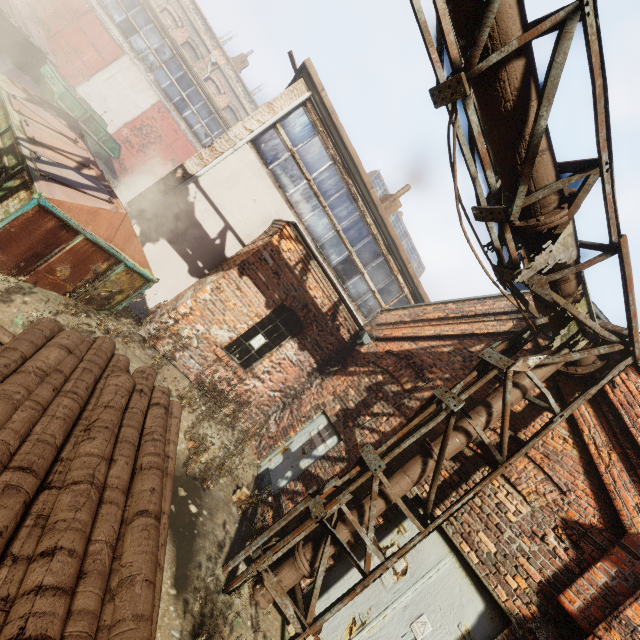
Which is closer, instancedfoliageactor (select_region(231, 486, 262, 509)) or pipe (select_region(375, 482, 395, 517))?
pipe (select_region(375, 482, 395, 517))

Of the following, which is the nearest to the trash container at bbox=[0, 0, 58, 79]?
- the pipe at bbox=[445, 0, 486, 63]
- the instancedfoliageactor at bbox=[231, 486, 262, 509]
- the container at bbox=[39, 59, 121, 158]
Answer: the container at bbox=[39, 59, 121, 158]

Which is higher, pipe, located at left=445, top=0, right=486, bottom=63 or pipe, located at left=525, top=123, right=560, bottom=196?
pipe, located at left=525, top=123, right=560, bottom=196

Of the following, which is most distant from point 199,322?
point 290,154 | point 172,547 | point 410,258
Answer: point 410,258

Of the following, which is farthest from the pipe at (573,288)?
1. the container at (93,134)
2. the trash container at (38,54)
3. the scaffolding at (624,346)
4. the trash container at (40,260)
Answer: the container at (93,134)

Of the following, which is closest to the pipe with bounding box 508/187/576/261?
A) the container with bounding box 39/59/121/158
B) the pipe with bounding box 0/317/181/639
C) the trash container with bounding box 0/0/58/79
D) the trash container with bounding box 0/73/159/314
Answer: the pipe with bounding box 0/317/181/639

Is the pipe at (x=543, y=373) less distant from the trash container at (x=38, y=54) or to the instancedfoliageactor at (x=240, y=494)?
the instancedfoliageactor at (x=240, y=494)

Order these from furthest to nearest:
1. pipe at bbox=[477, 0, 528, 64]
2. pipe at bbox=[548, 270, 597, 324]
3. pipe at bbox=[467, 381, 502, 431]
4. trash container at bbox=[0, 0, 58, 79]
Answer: trash container at bbox=[0, 0, 58, 79]
pipe at bbox=[467, 381, 502, 431]
pipe at bbox=[548, 270, 597, 324]
pipe at bbox=[477, 0, 528, 64]
